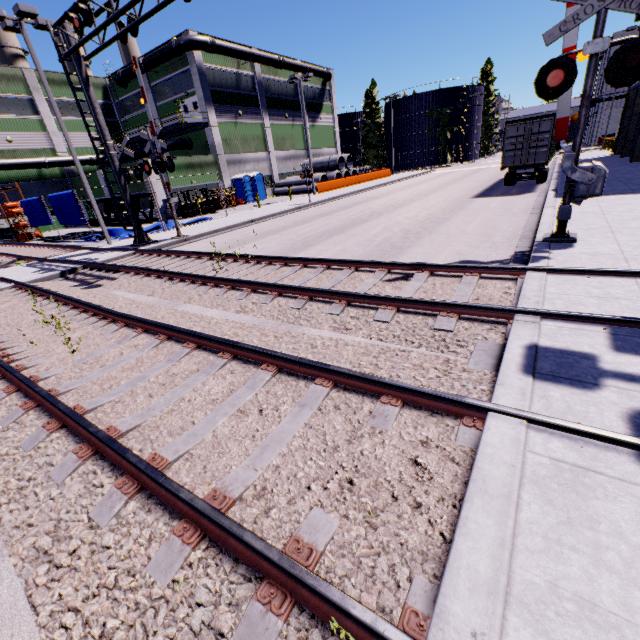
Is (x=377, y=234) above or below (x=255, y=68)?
below

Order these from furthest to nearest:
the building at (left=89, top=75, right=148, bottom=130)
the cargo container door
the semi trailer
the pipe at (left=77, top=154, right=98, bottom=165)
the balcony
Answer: the building at (left=89, top=75, right=148, bottom=130)
the pipe at (left=77, top=154, right=98, bottom=165)
the balcony
the semi trailer
the cargo container door

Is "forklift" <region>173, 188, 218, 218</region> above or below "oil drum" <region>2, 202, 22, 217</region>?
below

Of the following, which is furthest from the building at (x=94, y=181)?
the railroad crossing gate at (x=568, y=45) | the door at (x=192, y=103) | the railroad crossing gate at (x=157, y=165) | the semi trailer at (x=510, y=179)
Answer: the railroad crossing gate at (x=157, y=165)

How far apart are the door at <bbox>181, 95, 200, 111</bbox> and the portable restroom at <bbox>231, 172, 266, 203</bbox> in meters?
5.8

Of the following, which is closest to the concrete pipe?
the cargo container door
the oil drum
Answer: the cargo container door

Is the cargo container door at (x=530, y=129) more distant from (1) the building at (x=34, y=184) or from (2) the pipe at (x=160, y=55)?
(2) the pipe at (x=160, y=55)

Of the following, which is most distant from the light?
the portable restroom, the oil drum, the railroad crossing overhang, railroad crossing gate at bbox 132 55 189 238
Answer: the portable restroom
